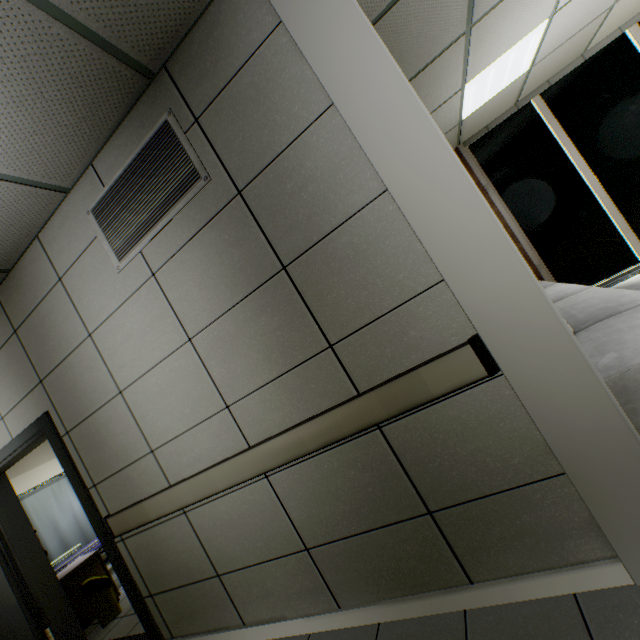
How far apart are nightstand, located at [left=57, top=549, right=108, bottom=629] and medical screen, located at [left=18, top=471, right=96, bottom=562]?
1.60m

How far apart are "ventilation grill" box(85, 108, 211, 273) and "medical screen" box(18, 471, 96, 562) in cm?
570

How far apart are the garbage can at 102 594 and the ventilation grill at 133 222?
3.9m

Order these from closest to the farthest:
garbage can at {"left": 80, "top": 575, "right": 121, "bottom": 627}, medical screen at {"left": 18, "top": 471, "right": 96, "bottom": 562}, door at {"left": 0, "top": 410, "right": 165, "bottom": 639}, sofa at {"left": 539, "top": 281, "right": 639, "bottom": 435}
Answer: sofa at {"left": 539, "top": 281, "right": 639, "bottom": 435}, door at {"left": 0, "top": 410, "right": 165, "bottom": 639}, garbage can at {"left": 80, "top": 575, "right": 121, "bottom": 627}, medical screen at {"left": 18, "top": 471, "right": 96, "bottom": 562}

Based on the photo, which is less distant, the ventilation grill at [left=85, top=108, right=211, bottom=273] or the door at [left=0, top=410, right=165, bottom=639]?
the ventilation grill at [left=85, top=108, right=211, bottom=273]

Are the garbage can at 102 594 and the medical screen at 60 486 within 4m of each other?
yes

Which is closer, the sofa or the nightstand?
the sofa

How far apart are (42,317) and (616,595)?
3.8m
